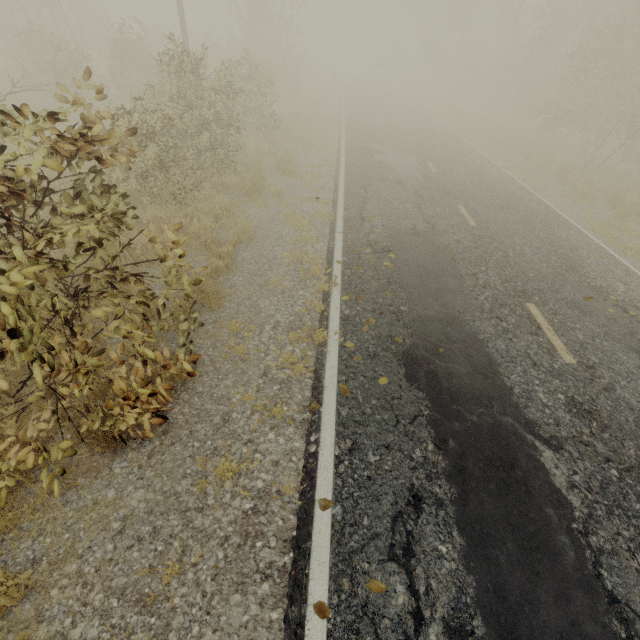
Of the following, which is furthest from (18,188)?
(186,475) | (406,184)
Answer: (406,184)

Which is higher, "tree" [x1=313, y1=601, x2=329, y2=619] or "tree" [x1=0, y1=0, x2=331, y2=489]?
"tree" [x1=0, y1=0, x2=331, y2=489]

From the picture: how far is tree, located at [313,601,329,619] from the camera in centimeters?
254cm

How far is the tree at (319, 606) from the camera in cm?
254

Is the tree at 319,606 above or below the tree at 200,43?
below
